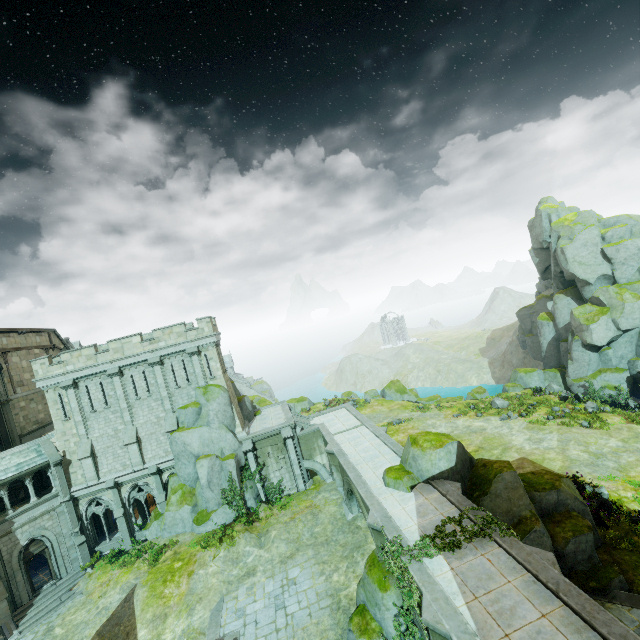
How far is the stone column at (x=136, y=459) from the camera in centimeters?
2588cm

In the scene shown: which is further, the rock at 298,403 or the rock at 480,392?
the rock at 298,403

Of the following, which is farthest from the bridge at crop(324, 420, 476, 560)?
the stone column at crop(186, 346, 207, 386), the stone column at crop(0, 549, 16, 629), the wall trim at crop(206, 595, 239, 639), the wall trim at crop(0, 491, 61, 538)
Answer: the stone column at crop(0, 549, 16, 629)

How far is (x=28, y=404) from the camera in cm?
2891

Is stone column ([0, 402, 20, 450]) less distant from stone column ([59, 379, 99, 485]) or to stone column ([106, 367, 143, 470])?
stone column ([59, 379, 99, 485])

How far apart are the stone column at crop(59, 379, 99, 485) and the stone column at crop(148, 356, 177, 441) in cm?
544

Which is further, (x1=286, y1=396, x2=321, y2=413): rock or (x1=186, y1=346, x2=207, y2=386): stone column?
(x1=286, y1=396, x2=321, y2=413): rock

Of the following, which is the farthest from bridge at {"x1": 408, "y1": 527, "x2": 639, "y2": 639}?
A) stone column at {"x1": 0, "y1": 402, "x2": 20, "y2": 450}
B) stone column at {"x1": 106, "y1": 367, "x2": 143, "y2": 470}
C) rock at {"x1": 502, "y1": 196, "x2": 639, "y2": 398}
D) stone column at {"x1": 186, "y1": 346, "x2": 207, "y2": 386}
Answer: stone column at {"x1": 0, "y1": 402, "x2": 20, "y2": 450}
